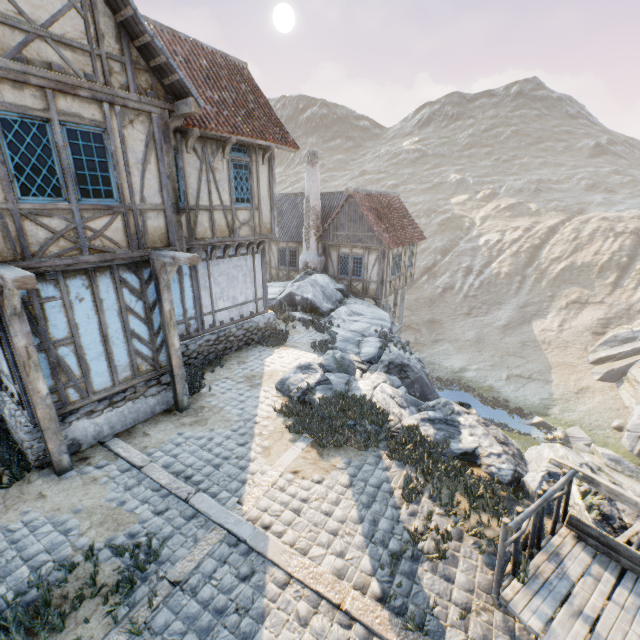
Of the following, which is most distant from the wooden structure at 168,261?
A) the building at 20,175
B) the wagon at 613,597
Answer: the wagon at 613,597

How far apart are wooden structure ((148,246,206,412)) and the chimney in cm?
1252

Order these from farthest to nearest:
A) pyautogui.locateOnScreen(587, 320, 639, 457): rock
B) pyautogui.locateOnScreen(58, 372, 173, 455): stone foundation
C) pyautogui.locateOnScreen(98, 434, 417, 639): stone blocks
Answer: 1. pyautogui.locateOnScreen(587, 320, 639, 457): rock
2. pyautogui.locateOnScreen(58, 372, 173, 455): stone foundation
3. pyautogui.locateOnScreen(98, 434, 417, 639): stone blocks

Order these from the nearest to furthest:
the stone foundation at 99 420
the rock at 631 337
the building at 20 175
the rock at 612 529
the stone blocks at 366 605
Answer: the stone blocks at 366 605 → the rock at 612 529 → the building at 20 175 → the stone foundation at 99 420 → the rock at 631 337

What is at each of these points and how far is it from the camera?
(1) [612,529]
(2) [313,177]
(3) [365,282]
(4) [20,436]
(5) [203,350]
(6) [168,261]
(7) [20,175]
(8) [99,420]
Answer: (1) rock, 4.86m
(2) chimney, 18.33m
(3) building, 18.86m
(4) stone foundation, 6.44m
(5) stone foundation, 10.72m
(6) wooden structure, 6.72m
(7) building, 5.27m
(8) stone foundation, 7.16m

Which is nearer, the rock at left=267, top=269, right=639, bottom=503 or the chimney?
the rock at left=267, top=269, right=639, bottom=503

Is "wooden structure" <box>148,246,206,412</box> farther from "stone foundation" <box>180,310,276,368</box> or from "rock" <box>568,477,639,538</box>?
"rock" <box>568,477,639,538</box>

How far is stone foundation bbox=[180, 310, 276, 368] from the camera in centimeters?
1036cm
